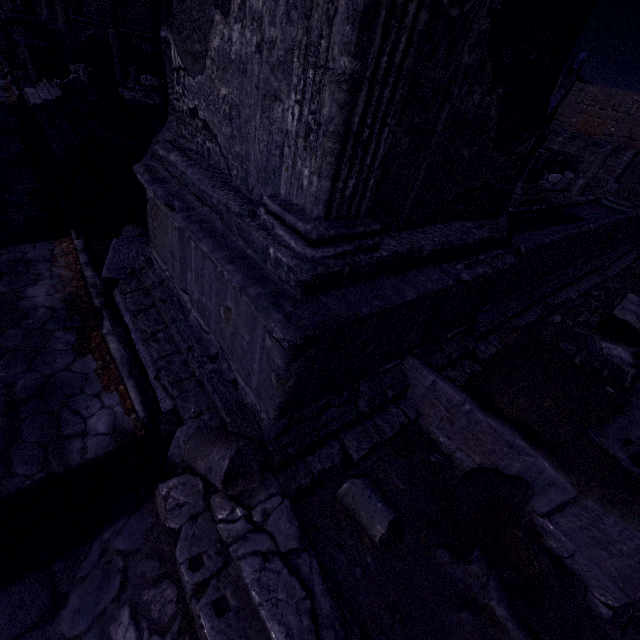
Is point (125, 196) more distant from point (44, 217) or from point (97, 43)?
point (97, 43)

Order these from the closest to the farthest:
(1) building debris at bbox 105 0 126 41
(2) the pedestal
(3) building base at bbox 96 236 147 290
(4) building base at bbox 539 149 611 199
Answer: (3) building base at bbox 96 236 147 290 → (2) the pedestal → (4) building base at bbox 539 149 611 199 → (1) building debris at bbox 105 0 126 41

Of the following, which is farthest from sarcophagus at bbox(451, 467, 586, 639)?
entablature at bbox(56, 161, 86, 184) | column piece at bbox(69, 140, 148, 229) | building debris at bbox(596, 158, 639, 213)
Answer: entablature at bbox(56, 161, 86, 184)

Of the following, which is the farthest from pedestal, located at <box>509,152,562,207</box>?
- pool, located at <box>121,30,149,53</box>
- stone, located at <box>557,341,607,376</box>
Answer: pool, located at <box>121,30,149,53</box>

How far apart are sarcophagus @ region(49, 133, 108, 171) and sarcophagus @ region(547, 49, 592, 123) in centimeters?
1047cm

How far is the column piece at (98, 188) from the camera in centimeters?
557cm

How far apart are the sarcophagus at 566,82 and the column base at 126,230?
10.1 meters

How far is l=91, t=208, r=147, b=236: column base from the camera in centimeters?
503cm
